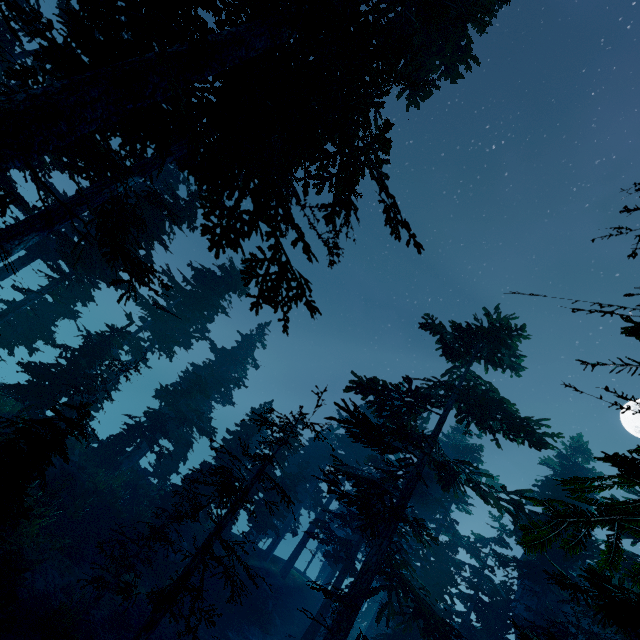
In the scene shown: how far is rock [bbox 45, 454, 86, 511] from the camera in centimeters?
1528cm

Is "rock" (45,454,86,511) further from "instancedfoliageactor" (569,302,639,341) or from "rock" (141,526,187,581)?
"rock" (141,526,187,581)

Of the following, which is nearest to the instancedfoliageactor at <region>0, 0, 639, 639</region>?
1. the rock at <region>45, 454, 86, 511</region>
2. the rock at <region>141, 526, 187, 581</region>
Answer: the rock at <region>141, 526, 187, 581</region>

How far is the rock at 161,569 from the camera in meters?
18.9

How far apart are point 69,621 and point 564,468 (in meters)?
31.15

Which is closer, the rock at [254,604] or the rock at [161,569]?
the rock at [161,569]

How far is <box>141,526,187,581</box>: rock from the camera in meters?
18.9 m

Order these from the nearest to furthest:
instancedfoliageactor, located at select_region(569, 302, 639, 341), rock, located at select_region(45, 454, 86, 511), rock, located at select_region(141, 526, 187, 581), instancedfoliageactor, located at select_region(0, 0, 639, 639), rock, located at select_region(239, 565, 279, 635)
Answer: instancedfoliageactor, located at select_region(569, 302, 639, 341)
instancedfoliageactor, located at select_region(0, 0, 639, 639)
rock, located at select_region(45, 454, 86, 511)
rock, located at select_region(141, 526, 187, 581)
rock, located at select_region(239, 565, 279, 635)
